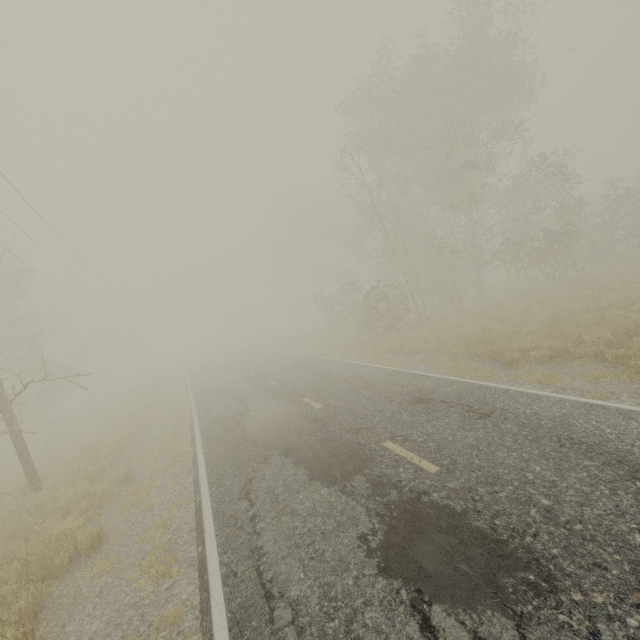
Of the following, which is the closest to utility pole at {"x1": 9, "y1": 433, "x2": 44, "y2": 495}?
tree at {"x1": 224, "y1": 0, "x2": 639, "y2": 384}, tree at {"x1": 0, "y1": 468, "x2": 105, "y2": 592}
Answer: tree at {"x1": 0, "y1": 468, "x2": 105, "y2": 592}

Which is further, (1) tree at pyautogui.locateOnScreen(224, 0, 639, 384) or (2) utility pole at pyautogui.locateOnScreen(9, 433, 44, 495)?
(1) tree at pyautogui.locateOnScreen(224, 0, 639, 384)

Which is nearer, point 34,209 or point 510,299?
point 34,209

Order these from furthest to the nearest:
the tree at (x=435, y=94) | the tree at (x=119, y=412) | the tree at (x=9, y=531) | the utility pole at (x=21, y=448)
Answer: the tree at (x=119, y=412)
the tree at (x=435, y=94)
the utility pole at (x=21, y=448)
the tree at (x=9, y=531)

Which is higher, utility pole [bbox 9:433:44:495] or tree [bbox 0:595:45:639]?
utility pole [bbox 9:433:44:495]

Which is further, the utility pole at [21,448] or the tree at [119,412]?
the tree at [119,412]

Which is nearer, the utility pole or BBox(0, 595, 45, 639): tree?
BBox(0, 595, 45, 639): tree

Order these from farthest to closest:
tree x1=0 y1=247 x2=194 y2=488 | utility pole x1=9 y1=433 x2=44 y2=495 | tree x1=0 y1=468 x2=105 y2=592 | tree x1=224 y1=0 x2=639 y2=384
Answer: tree x1=0 y1=247 x2=194 y2=488 < tree x1=224 y1=0 x2=639 y2=384 < utility pole x1=9 y1=433 x2=44 y2=495 < tree x1=0 y1=468 x2=105 y2=592
